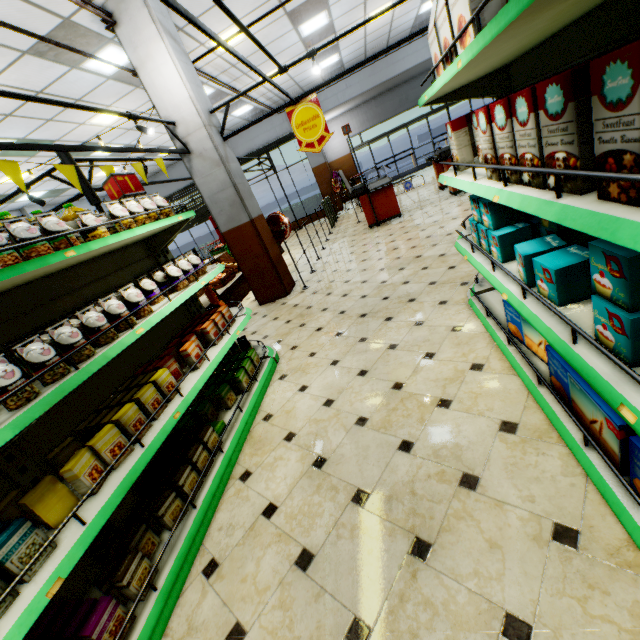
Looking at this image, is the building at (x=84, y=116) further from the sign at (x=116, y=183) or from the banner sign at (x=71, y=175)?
the sign at (x=116, y=183)

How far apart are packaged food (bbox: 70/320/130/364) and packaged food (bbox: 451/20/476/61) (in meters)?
2.45

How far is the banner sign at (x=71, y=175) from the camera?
3.0m

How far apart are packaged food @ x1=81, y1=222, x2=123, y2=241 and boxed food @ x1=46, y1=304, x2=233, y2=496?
1.1m

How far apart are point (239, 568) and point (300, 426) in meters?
1.1 m

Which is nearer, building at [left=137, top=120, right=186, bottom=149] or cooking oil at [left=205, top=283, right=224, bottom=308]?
cooking oil at [left=205, top=283, right=224, bottom=308]

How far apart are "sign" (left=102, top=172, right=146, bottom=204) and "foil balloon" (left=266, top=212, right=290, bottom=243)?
3.22m

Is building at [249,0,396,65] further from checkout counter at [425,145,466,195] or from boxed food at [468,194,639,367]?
boxed food at [468,194,639,367]
